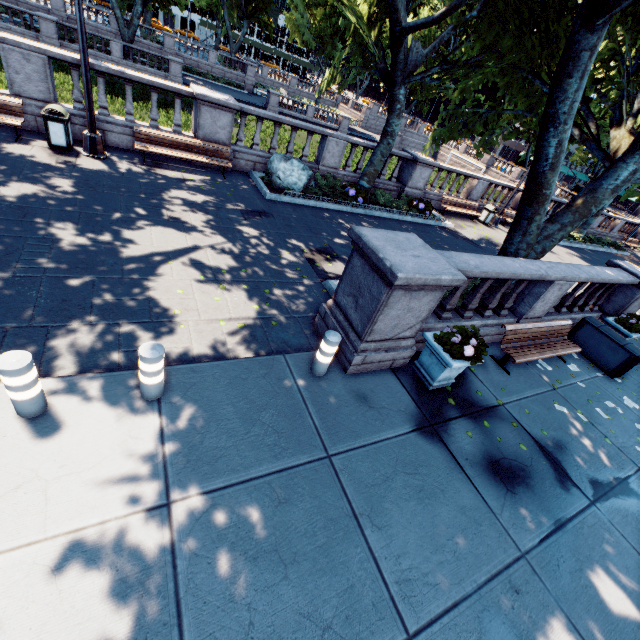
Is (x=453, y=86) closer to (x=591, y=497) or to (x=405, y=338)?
(x=405, y=338)

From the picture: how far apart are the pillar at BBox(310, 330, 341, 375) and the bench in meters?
4.2

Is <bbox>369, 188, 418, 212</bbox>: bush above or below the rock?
below

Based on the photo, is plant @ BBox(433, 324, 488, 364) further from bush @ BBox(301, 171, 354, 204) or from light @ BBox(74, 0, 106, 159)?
light @ BBox(74, 0, 106, 159)

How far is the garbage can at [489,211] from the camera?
18.3m

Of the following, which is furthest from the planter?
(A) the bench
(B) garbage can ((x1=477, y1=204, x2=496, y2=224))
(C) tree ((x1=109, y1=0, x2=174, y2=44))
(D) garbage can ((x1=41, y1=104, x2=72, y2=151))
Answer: (B) garbage can ((x1=477, y1=204, x2=496, y2=224))

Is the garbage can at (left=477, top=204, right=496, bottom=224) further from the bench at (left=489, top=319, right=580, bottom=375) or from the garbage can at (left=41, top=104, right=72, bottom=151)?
the garbage can at (left=41, top=104, right=72, bottom=151)

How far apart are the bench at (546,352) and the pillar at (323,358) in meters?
4.2
